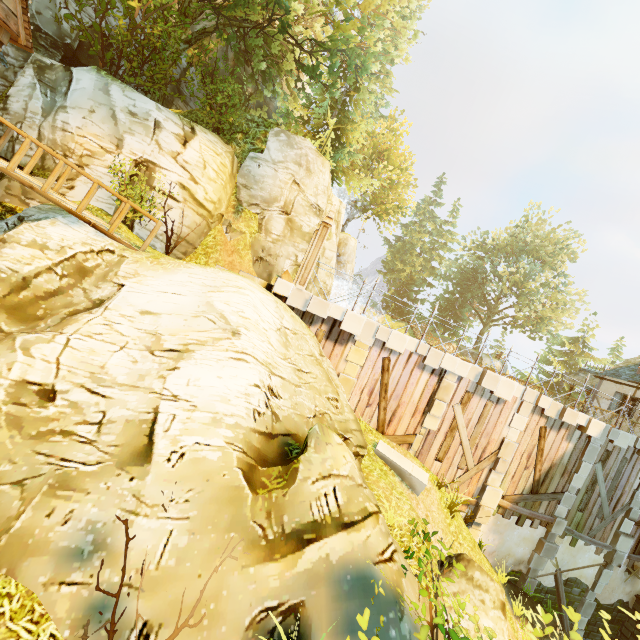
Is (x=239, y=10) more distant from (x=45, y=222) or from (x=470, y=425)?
(x=470, y=425)

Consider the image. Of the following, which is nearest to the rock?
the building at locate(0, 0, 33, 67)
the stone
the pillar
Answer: the stone

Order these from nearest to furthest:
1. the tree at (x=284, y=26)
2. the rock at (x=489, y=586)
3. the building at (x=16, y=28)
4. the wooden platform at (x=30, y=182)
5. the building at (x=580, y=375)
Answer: the rock at (x=489, y=586), the wooden platform at (x=30, y=182), the building at (x=16, y=28), the tree at (x=284, y=26), the building at (x=580, y=375)

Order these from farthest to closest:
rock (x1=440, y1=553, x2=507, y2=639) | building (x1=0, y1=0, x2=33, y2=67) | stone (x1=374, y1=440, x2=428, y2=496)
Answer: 1. stone (x1=374, y1=440, x2=428, y2=496)
2. building (x1=0, y1=0, x2=33, y2=67)
3. rock (x1=440, y1=553, x2=507, y2=639)

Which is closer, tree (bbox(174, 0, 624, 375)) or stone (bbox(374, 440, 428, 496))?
stone (bbox(374, 440, 428, 496))

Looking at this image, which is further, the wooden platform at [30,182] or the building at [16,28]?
the building at [16,28]

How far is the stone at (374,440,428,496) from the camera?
9.32m

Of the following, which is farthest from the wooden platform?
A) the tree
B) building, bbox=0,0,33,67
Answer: the tree
